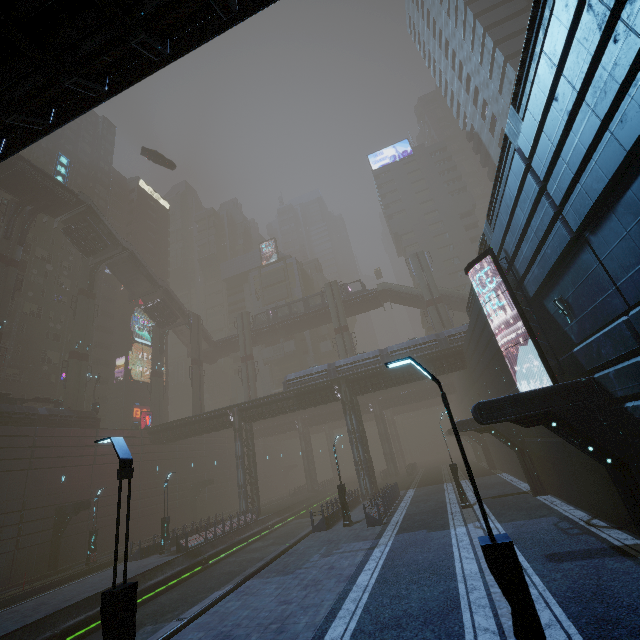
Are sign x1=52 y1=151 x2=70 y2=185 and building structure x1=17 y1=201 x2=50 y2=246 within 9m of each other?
yes

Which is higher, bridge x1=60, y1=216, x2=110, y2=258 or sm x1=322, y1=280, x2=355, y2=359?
bridge x1=60, y1=216, x2=110, y2=258

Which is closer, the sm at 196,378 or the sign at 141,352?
the sm at 196,378

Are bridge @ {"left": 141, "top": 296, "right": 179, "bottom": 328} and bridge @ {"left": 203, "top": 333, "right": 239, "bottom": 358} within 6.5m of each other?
no

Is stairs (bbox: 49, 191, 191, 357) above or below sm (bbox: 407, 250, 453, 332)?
above

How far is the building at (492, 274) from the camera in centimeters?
1539cm

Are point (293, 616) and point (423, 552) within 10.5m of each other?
yes

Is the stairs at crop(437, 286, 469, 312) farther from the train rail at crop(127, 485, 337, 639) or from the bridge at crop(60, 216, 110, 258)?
the bridge at crop(60, 216, 110, 258)
